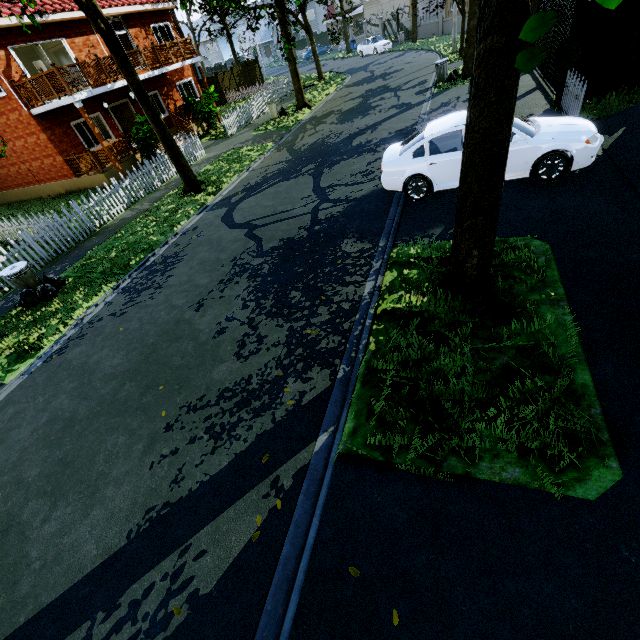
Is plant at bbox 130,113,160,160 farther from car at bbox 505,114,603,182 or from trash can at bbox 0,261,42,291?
car at bbox 505,114,603,182

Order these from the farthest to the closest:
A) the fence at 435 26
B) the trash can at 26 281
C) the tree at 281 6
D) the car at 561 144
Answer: the fence at 435 26 → the trash can at 26 281 → the tree at 281 6 → the car at 561 144

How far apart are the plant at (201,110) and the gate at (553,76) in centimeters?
1685cm

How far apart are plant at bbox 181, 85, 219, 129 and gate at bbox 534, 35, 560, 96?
16.85m

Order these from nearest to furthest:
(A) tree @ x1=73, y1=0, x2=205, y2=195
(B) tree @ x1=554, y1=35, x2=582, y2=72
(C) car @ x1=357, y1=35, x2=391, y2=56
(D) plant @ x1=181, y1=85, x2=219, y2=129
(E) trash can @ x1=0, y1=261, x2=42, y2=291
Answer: (B) tree @ x1=554, y1=35, x2=582, y2=72
(E) trash can @ x1=0, y1=261, x2=42, y2=291
(A) tree @ x1=73, y1=0, x2=205, y2=195
(D) plant @ x1=181, y1=85, x2=219, y2=129
(C) car @ x1=357, y1=35, x2=391, y2=56

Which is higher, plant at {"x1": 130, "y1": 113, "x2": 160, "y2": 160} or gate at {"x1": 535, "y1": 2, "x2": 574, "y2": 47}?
plant at {"x1": 130, "y1": 113, "x2": 160, "y2": 160}

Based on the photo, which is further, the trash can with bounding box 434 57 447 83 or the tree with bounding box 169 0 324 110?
the trash can with bounding box 434 57 447 83

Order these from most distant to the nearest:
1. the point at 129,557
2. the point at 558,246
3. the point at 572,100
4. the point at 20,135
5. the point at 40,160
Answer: the point at 40,160 < the point at 20,135 < the point at 572,100 < the point at 558,246 < the point at 129,557
